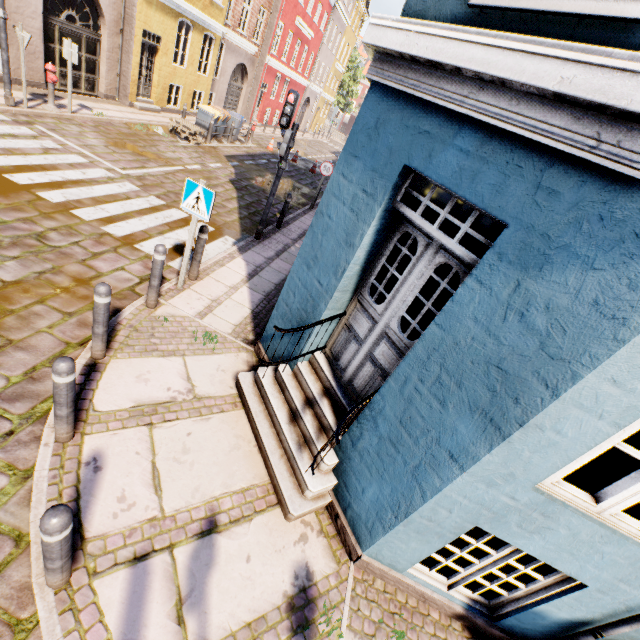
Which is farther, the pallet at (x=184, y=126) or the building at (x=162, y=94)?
the pallet at (x=184, y=126)

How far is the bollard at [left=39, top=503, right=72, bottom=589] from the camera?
1.9m

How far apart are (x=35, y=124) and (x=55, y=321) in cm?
832

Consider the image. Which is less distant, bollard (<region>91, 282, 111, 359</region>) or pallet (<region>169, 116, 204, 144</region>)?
bollard (<region>91, 282, 111, 359</region>)

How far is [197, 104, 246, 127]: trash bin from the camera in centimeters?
1468cm

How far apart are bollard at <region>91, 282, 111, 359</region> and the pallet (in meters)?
12.75

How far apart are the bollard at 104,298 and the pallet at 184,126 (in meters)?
12.75

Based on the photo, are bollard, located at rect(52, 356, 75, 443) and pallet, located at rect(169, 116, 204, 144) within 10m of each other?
no
